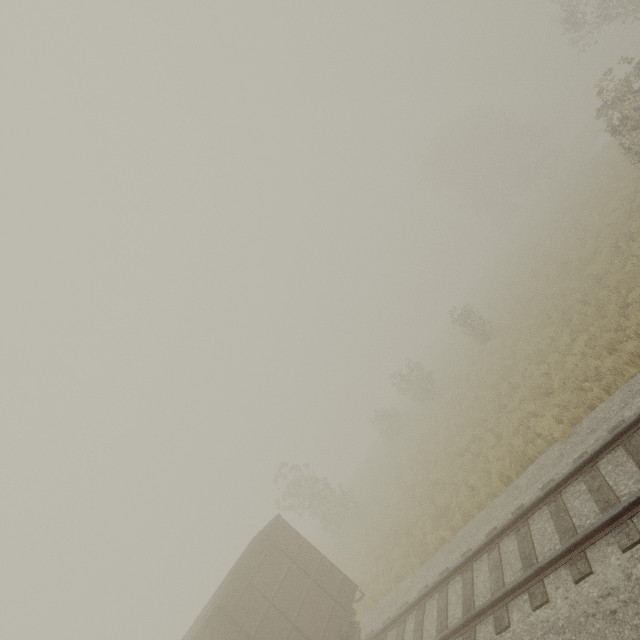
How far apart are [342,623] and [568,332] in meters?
13.0 m
